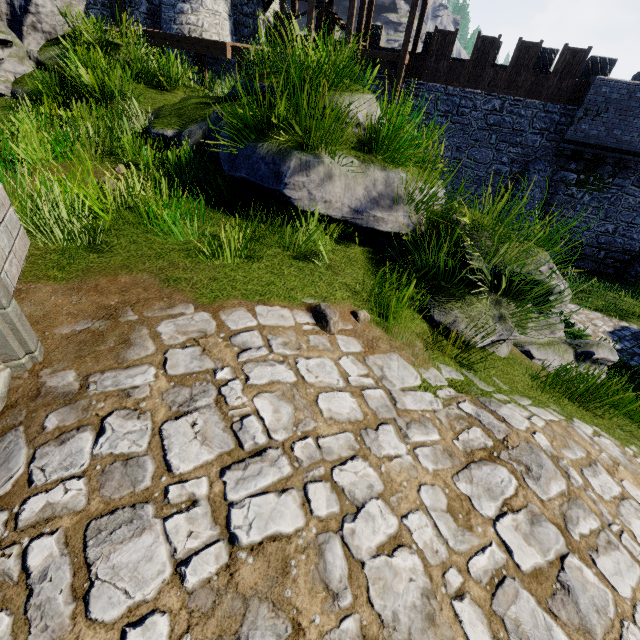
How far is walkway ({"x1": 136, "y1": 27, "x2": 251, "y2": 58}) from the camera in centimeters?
1392cm

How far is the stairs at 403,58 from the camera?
16.17m

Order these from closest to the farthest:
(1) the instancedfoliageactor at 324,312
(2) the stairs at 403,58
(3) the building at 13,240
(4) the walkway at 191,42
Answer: (3) the building at 13,240 → (1) the instancedfoliageactor at 324,312 → (4) the walkway at 191,42 → (2) the stairs at 403,58

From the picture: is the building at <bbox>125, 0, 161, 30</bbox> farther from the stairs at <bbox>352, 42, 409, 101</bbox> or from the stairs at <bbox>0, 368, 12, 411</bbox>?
the stairs at <bbox>0, 368, 12, 411</bbox>

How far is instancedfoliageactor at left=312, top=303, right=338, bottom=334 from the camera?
2.9m

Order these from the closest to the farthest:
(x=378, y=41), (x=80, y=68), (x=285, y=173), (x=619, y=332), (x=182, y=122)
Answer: (x=285, y=173) → (x=182, y=122) → (x=80, y=68) → (x=619, y=332) → (x=378, y=41)

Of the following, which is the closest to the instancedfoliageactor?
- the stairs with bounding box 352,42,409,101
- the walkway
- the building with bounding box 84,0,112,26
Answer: the walkway

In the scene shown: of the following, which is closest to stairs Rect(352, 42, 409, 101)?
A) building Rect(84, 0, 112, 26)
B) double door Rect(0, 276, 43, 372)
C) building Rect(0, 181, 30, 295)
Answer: building Rect(84, 0, 112, 26)
